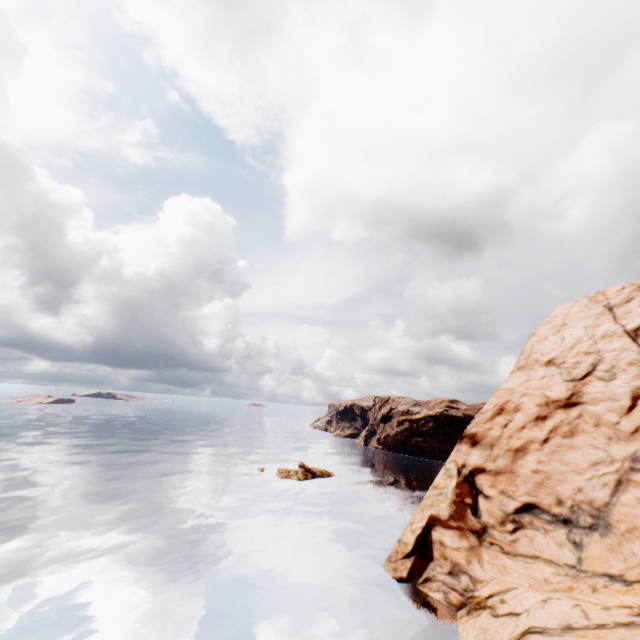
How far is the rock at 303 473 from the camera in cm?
5275

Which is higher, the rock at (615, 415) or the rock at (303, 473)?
the rock at (615, 415)

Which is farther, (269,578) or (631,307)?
(631,307)

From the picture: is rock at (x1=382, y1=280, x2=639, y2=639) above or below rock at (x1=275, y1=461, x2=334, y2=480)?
above

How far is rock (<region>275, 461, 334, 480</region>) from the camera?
52.8 meters

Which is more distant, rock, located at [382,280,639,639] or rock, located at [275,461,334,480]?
rock, located at [275,461,334,480]
